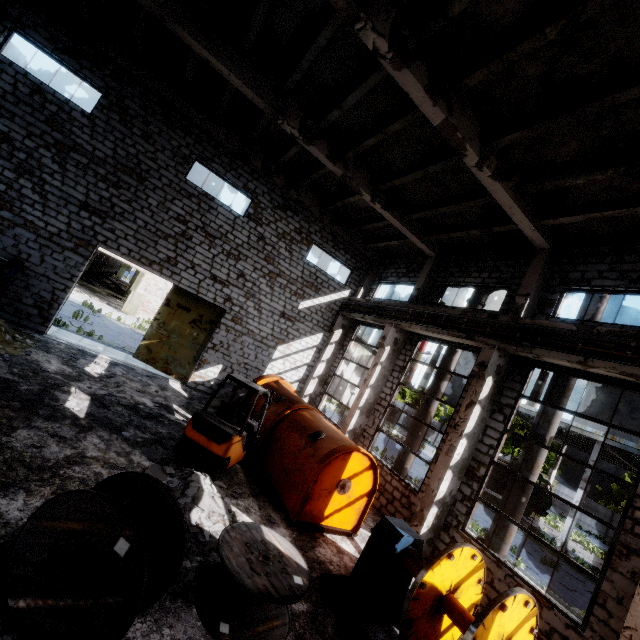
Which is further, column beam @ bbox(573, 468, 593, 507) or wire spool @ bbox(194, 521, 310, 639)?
column beam @ bbox(573, 468, 593, 507)

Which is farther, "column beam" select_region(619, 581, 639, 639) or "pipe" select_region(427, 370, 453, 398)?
"pipe" select_region(427, 370, 453, 398)

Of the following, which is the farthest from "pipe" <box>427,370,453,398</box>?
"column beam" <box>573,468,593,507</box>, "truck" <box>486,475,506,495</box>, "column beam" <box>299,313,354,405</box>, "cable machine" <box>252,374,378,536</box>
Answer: "truck" <box>486,475,506,495</box>

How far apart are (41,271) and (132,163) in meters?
5.2 m

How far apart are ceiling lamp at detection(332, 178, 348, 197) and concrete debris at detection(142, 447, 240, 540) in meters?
A: 9.8 m

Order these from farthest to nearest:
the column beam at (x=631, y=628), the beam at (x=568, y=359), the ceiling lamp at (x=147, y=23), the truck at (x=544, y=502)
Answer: the truck at (x=544, y=502) < the ceiling lamp at (x=147, y=23) < the beam at (x=568, y=359) < the column beam at (x=631, y=628)

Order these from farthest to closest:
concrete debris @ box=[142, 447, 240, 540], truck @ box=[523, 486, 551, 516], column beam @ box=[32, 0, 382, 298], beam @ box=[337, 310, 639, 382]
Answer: truck @ box=[523, 486, 551, 516] → column beam @ box=[32, 0, 382, 298] → beam @ box=[337, 310, 639, 382] → concrete debris @ box=[142, 447, 240, 540]

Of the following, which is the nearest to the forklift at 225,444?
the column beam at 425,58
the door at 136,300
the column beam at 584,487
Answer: the column beam at 425,58
